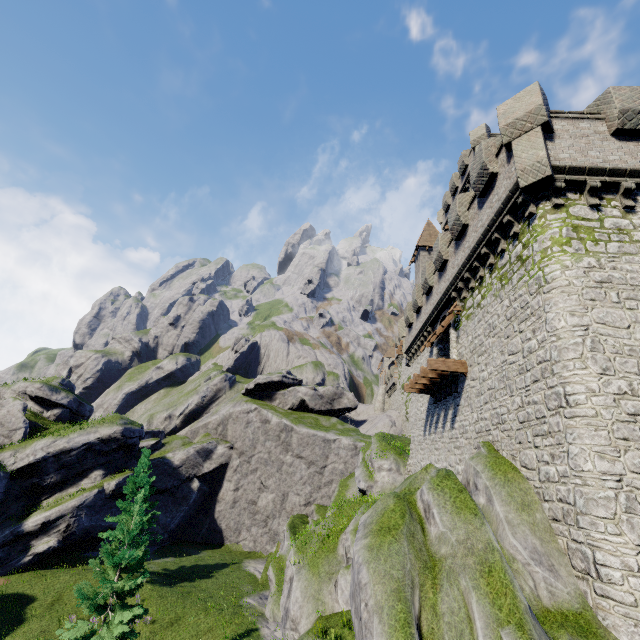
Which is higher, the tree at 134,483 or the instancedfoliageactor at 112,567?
the tree at 134,483

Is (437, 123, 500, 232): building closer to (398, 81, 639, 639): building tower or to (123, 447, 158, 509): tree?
(398, 81, 639, 639): building tower

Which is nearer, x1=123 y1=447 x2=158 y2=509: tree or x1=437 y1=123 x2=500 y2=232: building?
x1=437 y1=123 x2=500 y2=232: building

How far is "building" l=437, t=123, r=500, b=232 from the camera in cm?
2770

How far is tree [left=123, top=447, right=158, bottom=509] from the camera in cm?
2916

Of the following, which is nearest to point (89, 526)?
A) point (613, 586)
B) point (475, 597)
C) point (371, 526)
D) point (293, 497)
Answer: point (293, 497)

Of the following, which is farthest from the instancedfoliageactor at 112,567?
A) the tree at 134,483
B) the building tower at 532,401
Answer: the building tower at 532,401
